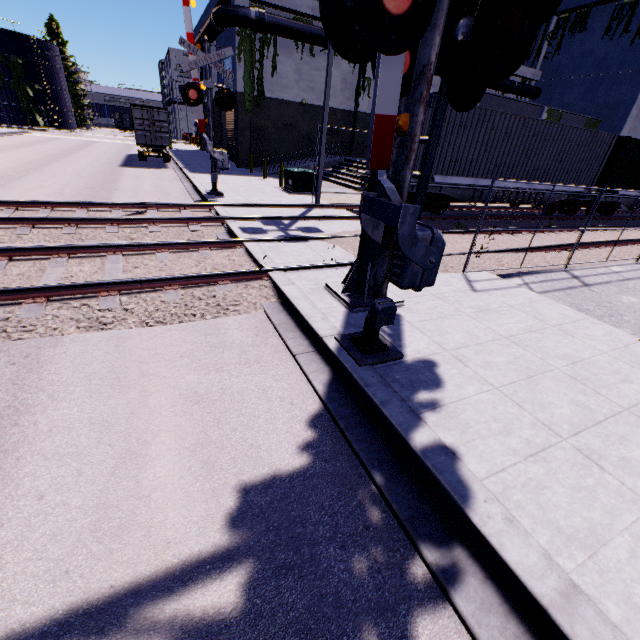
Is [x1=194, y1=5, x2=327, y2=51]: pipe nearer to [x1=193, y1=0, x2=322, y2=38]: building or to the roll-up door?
[x1=193, y1=0, x2=322, y2=38]: building

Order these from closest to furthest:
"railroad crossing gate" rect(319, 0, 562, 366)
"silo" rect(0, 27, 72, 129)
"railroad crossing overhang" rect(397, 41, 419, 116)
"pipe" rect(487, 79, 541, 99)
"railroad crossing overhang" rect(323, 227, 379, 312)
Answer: "railroad crossing gate" rect(319, 0, 562, 366) < "railroad crossing overhang" rect(397, 41, 419, 116) < "railroad crossing overhang" rect(323, 227, 379, 312) < "pipe" rect(487, 79, 541, 99) < "silo" rect(0, 27, 72, 129)

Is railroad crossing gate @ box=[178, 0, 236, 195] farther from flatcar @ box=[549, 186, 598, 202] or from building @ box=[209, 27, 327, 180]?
flatcar @ box=[549, 186, 598, 202]

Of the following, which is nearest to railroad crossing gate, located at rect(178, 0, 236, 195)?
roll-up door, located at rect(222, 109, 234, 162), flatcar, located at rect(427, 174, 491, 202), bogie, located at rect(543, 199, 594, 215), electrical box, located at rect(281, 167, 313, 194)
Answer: electrical box, located at rect(281, 167, 313, 194)

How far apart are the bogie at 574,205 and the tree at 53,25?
87.2 meters

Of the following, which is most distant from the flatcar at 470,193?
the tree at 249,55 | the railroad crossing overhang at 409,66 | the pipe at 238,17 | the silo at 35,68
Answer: the silo at 35,68

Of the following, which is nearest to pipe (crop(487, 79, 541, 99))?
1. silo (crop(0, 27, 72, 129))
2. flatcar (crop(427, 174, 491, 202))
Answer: flatcar (crop(427, 174, 491, 202))

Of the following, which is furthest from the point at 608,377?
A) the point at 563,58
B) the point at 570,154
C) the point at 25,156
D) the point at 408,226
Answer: the point at 563,58
